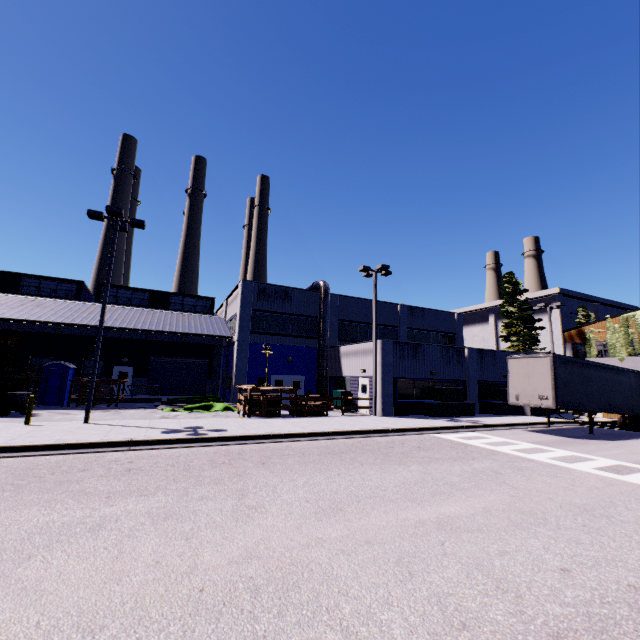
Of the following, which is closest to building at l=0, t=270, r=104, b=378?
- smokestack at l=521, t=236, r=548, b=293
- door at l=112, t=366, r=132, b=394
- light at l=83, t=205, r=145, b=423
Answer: door at l=112, t=366, r=132, b=394

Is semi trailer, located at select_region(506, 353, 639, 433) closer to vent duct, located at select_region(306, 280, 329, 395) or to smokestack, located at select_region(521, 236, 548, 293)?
vent duct, located at select_region(306, 280, 329, 395)

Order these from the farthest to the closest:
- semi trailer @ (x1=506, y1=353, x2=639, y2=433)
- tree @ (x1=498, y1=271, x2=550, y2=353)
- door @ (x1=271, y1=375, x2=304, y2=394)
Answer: tree @ (x1=498, y1=271, x2=550, y2=353), door @ (x1=271, y1=375, x2=304, y2=394), semi trailer @ (x1=506, y1=353, x2=639, y2=433)

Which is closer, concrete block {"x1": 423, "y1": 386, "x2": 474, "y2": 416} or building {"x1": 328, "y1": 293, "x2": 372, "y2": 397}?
concrete block {"x1": 423, "y1": 386, "x2": 474, "y2": 416}

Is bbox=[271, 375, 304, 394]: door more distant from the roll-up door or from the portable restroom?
the portable restroom

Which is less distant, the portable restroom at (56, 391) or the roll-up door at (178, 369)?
the portable restroom at (56, 391)

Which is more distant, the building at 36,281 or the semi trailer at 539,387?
the building at 36,281

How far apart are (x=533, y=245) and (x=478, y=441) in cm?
5456
